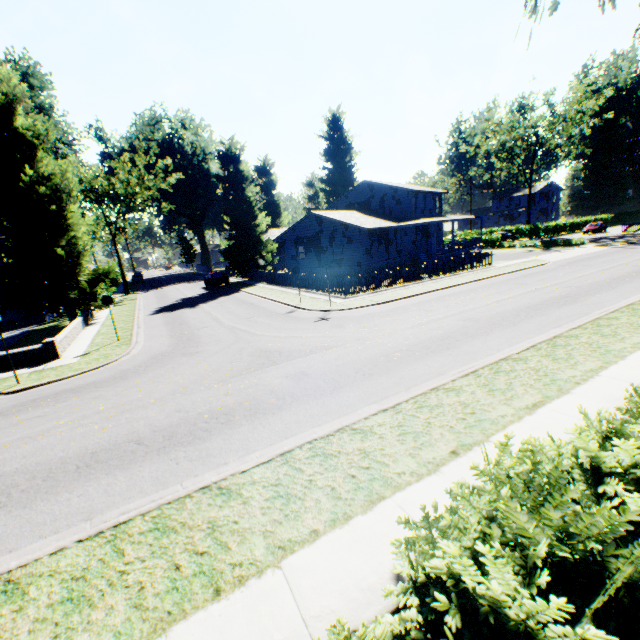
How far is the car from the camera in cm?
3516

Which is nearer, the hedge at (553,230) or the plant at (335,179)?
the hedge at (553,230)

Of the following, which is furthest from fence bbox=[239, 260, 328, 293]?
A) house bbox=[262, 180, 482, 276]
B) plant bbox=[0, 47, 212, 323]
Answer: house bbox=[262, 180, 482, 276]

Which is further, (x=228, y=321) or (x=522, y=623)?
(x=228, y=321)

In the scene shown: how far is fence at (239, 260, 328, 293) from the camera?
23.9m

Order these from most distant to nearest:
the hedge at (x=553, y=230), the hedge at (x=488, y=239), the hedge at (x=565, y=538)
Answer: the hedge at (x=553, y=230) < the hedge at (x=488, y=239) < the hedge at (x=565, y=538)

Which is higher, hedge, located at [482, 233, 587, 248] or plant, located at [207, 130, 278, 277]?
plant, located at [207, 130, 278, 277]

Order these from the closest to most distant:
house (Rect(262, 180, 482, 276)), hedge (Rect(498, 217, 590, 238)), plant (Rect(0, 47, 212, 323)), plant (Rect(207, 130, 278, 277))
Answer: plant (Rect(0, 47, 212, 323)) < house (Rect(262, 180, 482, 276)) < plant (Rect(207, 130, 278, 277)) < hedge (Rect(498, 217, 590, 238))
